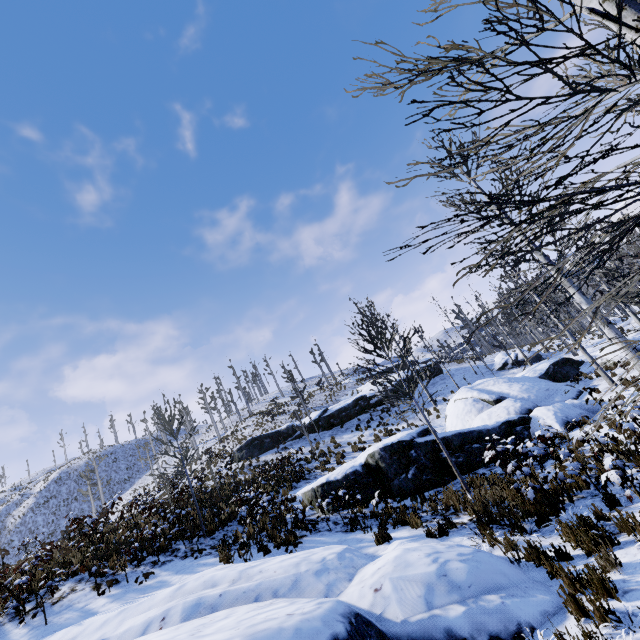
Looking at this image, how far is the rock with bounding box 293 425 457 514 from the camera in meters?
11.1 m

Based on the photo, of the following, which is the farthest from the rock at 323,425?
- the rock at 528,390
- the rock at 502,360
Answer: the rock at 528,390

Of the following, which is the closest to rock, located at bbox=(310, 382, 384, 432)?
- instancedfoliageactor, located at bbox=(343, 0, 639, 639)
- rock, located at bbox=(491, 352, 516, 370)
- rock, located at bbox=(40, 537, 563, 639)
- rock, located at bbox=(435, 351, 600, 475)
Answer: rock, located at bbox=(491, 352, 516, 370)

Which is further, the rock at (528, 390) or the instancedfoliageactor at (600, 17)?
the rock at (528, 390)

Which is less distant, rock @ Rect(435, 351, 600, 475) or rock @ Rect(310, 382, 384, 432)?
rock @ Rect(435, 351, 600, 475)

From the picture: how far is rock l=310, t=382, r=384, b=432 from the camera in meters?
27.1

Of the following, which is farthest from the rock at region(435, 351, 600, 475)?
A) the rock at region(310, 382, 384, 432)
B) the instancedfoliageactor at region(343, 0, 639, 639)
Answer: the rock at region(310, 382, 384, 432)

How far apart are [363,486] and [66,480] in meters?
70.2 m
